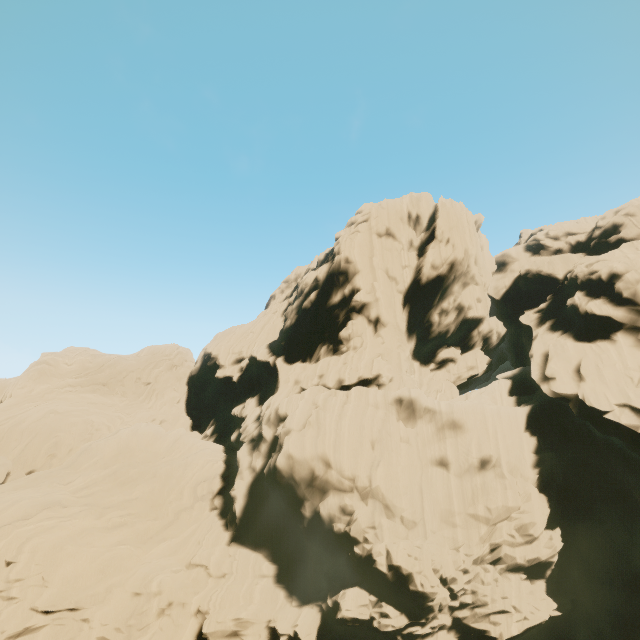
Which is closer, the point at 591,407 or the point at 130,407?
the point at 591,407
